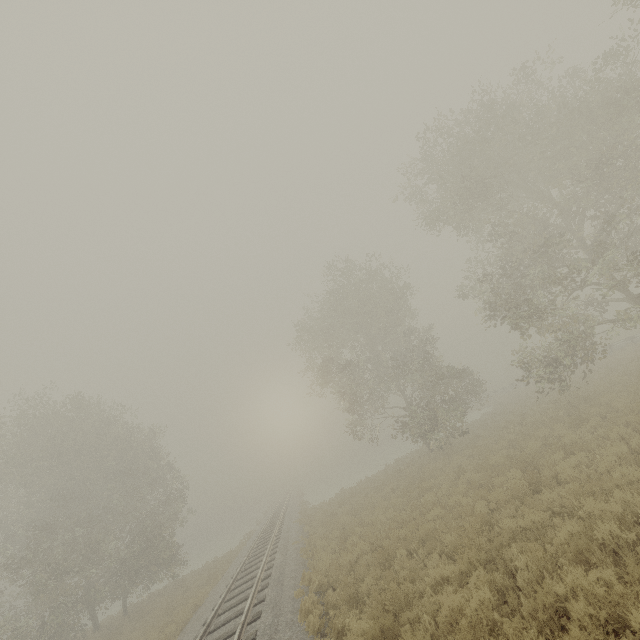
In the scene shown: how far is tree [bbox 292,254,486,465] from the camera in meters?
22.5

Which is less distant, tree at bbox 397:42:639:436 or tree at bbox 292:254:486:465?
tree at bbox 397:42:639:436

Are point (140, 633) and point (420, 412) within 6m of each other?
no

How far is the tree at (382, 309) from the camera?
22.5 meters

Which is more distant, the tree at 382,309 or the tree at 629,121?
the tree at 382,309
